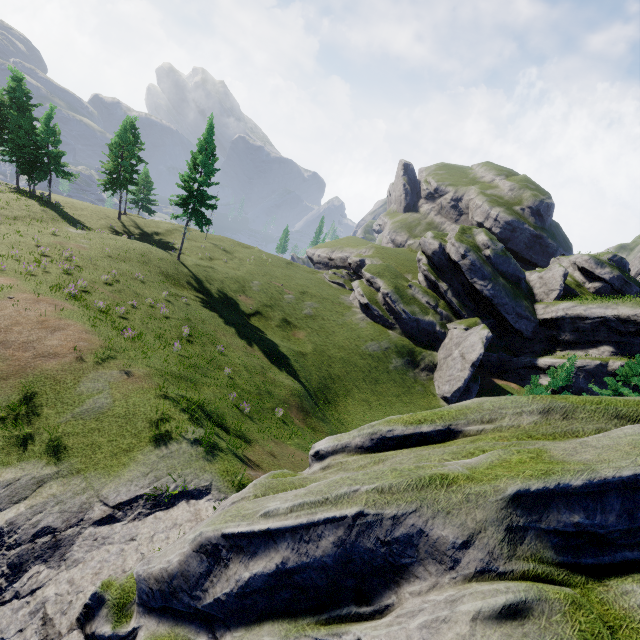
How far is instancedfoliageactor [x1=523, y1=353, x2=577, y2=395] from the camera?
19.9m

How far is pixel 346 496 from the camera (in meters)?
5.05

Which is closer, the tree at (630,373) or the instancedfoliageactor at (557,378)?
the instancedfoliageactor at (557,378)

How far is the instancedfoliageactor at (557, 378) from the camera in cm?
1992

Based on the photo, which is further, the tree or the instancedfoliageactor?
the tree
